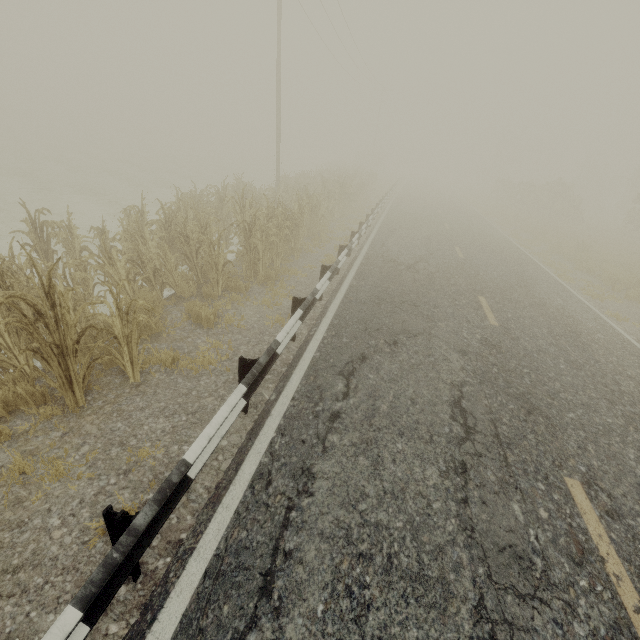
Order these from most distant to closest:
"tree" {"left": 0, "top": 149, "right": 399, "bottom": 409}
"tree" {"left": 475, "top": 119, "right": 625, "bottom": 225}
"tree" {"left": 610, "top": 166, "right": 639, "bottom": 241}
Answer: "tree" {"left": 475, "top": 119, "right": 625, "bottom": 225} → "tree" {"left": 610, "top": 166, "right": 639, "bottom": 241} → "tree" {"left": 0, "top": 149, "right": 399, "bottom": 409}

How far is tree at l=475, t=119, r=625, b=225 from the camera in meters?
29.0

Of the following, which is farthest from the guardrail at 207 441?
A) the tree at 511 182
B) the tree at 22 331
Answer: the tree at 511 182

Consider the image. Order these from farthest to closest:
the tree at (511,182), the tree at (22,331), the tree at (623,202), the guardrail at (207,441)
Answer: the tree at (511,182) → the tree at (623,202) → the tree at (22,331) → the guardrail at (207,441)

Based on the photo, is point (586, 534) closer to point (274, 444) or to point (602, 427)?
point (602, 427)

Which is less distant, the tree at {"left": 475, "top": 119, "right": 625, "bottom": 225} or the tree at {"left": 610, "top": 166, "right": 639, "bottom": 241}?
the tree at {"left": 610, "top": 166, "right": 639, "bottom": 241}

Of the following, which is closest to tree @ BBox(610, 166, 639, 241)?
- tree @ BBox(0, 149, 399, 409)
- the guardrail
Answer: the guardrail
